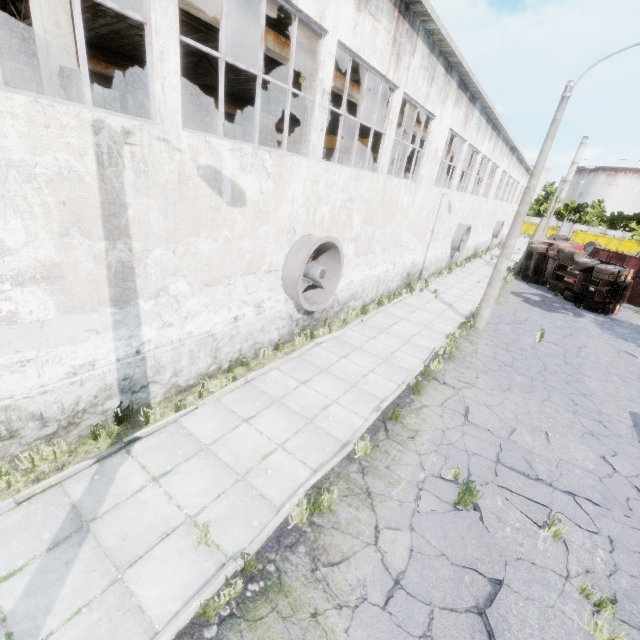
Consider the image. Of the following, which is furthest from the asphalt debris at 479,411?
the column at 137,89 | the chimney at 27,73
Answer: the chimney at 27,73

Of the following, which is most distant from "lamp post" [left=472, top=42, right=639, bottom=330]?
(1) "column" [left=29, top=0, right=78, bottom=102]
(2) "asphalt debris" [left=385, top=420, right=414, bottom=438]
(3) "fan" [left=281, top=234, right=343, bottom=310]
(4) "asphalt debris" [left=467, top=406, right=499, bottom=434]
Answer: (1) "column" [left=29, top=0, right=78, bottom=102]

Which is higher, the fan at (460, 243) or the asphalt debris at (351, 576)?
the fan at (460, 243)

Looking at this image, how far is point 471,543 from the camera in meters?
5.1 m

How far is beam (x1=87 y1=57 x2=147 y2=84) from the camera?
15.7 meters

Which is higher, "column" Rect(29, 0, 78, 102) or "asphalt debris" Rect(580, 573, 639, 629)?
"column" Rect(29, 0, 78, 102)

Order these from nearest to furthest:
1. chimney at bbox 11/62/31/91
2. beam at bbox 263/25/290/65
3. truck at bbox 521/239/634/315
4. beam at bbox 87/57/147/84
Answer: beam at bbox 263/25/290/65
beam at bbox 87/57/147/84
truck at bbox 521/239/634/315
chimney at bbox 11/62/31/91

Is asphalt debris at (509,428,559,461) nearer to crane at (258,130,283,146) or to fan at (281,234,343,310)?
fan at (281,234,343,310)
